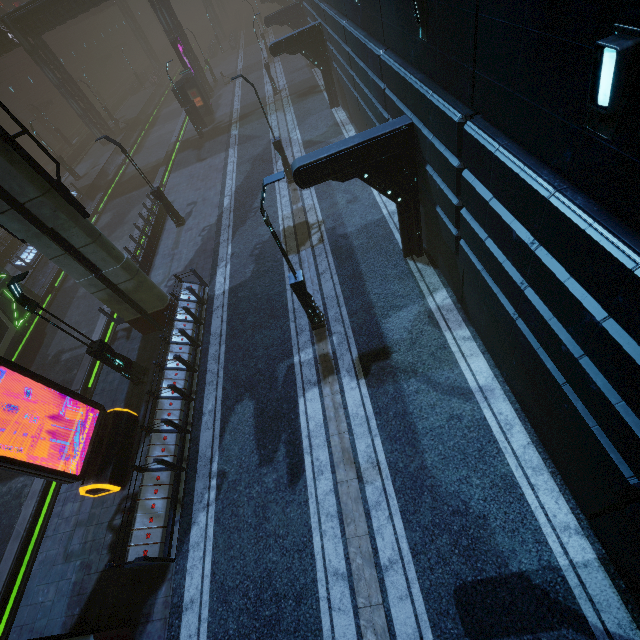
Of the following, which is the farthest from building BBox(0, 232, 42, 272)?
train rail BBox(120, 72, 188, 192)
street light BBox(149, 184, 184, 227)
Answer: street light BBox(149, 184, 184, 227)

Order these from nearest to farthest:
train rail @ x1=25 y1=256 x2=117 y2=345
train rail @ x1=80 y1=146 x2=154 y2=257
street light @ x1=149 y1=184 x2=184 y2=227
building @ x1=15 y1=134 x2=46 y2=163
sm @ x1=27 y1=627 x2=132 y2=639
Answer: sm @ x1=27 y1=627 x2=132 y2=639 → train rail @ x1=25 y1=256 x2=117 y2=345 → street light @ x1=149 y1=184 x2=184 y2=227 → train rail @ x1=80 y1=146 x2=154 y2=257 → building @ x1=15 y1=134 x2=46 y2=163

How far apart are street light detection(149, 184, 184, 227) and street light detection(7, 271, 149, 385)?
10.6 meters

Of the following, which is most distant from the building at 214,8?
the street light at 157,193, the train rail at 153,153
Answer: the street light at 157,193

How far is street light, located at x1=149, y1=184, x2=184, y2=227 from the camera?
18.42m

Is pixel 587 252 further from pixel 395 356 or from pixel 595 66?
pixel 395 356

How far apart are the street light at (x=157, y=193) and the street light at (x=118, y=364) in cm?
1058

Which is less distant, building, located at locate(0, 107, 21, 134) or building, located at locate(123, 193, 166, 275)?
building, located at locate(123, 193, 166, 275)
